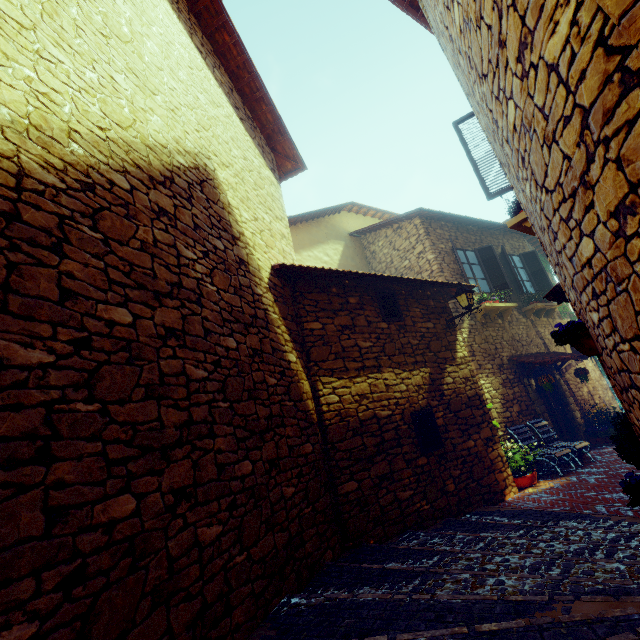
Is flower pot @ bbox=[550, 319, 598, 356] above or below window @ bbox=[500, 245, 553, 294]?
below

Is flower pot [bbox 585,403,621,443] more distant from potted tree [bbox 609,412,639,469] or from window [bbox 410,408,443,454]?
window [bbox 410,408,443,454]

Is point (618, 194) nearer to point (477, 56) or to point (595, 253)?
point (595, 253)

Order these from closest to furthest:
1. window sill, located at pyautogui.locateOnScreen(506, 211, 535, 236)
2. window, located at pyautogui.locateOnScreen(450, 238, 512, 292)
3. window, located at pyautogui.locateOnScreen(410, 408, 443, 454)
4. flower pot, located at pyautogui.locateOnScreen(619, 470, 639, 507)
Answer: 1. flower pot, located at pyautogui.locateOnScreen(619, 470, 639, 507)
2. window sill, located at pyautogui.locateOnScreen(506, 211, 535, 236)
3. window, located at pyautogui.locateOnScreen(410, 408, 443, 454)
4. window, located at pyautogui.locateOnScreen(450, 238, 512, 292)

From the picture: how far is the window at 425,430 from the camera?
5.6m

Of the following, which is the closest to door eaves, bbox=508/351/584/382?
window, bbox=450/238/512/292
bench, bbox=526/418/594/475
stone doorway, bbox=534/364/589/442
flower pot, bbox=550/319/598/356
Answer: stone doorway, bbox=534/364/589/442

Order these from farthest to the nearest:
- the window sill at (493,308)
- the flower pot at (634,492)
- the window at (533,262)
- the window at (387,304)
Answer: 1. the window at (533,262)
2. the window sill at (493,308)
3. the window at (387,304)
4. the flower pot at (634,492)

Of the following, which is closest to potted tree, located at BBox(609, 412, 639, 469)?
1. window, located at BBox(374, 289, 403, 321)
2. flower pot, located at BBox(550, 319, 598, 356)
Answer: flower pot, located at BBox(550, 319, 598, 356)
